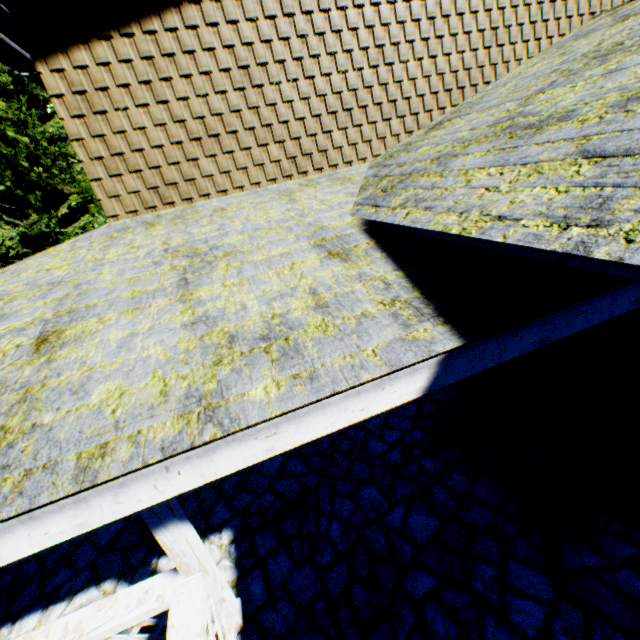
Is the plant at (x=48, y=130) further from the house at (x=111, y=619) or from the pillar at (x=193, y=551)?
the pillar at (x=193, y=551)

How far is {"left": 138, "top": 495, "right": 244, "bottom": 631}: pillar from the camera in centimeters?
255cm

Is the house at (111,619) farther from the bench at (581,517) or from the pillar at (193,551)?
the bench at (581,517)

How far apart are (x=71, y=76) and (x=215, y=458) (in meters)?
6.12

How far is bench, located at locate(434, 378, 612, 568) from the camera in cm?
310

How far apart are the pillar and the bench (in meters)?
3.13

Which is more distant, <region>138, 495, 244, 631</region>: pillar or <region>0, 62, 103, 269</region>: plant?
<region>0, 62, 103, 269</region>: plant

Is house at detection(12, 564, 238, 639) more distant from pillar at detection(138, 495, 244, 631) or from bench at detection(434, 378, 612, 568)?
bench at detection(434, 378, 612, 568)
